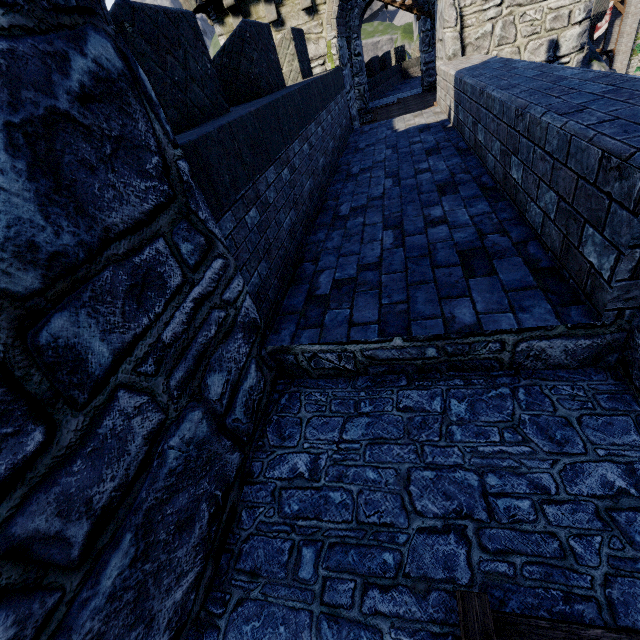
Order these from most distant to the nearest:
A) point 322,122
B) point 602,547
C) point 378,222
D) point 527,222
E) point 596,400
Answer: point 322,122 → point 378,222 → point 527,222 → point 596,400 → point 602,547
